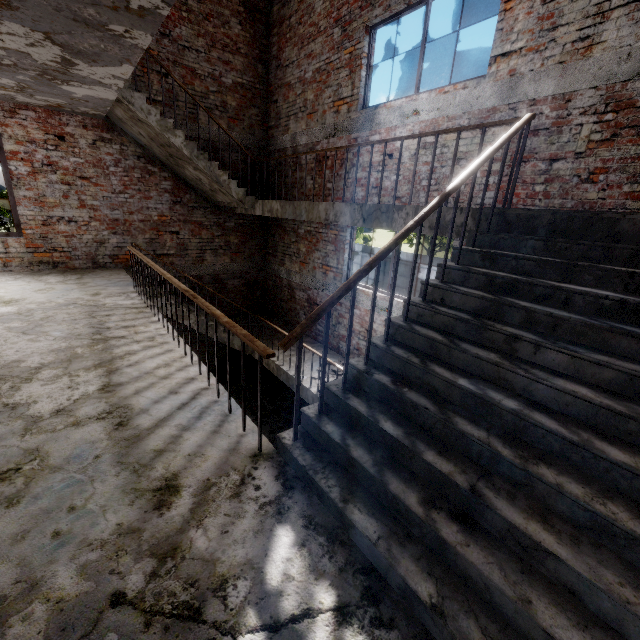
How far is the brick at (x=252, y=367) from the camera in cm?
1006

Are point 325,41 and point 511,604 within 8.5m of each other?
no

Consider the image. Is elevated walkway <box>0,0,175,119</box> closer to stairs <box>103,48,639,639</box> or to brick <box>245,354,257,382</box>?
stairs <box>103,48,639,639</box>

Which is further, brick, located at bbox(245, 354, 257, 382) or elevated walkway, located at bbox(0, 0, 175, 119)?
brick, located at bbox(245, 354, 257, 382)

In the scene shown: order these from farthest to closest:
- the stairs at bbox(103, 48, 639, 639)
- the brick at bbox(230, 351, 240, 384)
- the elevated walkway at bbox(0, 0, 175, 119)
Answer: the brick at bbox(230, 351, 240, 384) → the elevated walkway at bbox(0, 0, 175, 119) → the stairs at bbox(103, 48, 639, 639)

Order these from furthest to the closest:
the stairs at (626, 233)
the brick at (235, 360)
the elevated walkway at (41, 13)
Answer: the brick at (235, 360)
the elevated walkway at (41, 13)
the stairs at (626, 233)

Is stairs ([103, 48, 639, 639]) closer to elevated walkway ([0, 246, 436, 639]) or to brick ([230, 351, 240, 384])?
elevated walkway ([0, 246, 436, 639])

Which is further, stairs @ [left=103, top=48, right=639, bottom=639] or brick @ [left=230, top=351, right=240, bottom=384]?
brick @ [left=230, top=351, right=240, bottom=384]
